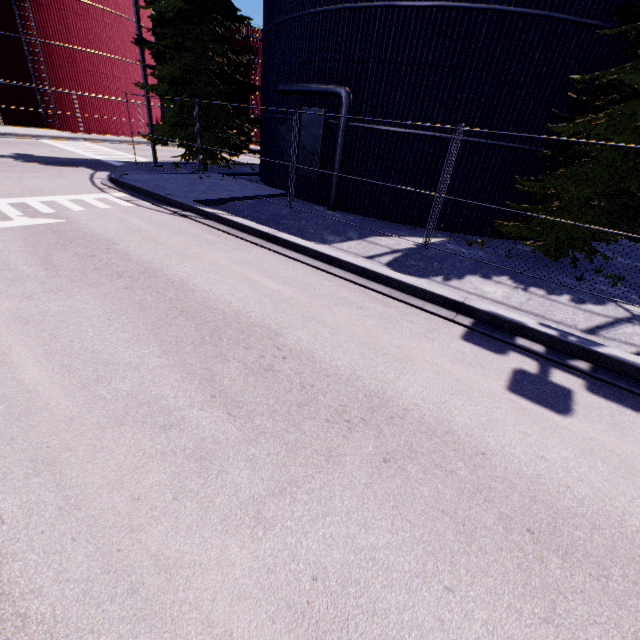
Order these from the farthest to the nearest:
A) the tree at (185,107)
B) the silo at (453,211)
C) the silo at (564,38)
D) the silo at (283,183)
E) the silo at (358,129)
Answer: the tree at (185,107)
the silo at (283,183)
the silo at (453,211)
the silo at (358,129)
the silo at (564,38)

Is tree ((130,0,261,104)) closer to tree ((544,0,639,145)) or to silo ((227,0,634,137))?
silo ((227,0,634,137))

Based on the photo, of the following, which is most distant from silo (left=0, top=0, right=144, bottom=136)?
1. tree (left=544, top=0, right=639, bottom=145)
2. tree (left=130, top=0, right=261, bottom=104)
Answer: tree (left=130, top=0, right=261, bottom=104)

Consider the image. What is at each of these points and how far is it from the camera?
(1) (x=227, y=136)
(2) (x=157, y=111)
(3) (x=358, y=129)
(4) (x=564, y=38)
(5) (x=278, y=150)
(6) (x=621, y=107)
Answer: (1) tree, 14.76m
(2) silo, 34.34m
(3) silo, 11.20m
(4) silo, 8.96m
(5) silo, 14.12m
(6) tree, 8.10m

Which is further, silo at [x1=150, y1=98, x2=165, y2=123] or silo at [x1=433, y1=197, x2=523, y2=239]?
silo at [x1=150, y1=98, x2=165, y2=123]

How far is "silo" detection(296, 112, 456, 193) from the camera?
→ 10.6m

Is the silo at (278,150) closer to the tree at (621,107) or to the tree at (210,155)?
the tree at (621,107)
